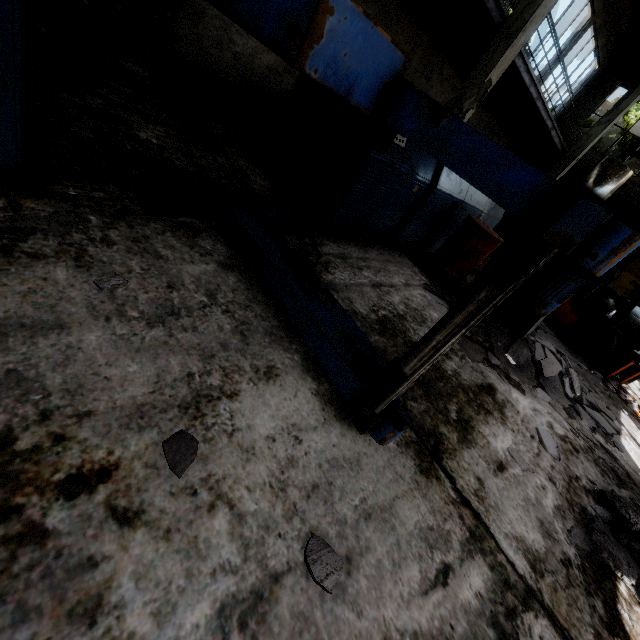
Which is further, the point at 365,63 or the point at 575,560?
the point at 575,560

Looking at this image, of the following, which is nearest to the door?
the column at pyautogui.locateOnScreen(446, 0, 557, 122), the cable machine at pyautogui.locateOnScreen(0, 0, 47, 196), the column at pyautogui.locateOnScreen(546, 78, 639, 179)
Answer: the column at pyautogui.locateOnScreen(546, 78, 639, 179)

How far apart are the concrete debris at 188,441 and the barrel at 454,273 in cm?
443

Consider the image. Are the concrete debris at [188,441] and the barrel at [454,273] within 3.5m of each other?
no

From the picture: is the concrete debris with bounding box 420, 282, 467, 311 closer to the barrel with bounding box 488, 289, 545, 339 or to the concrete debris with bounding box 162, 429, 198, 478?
the barrel with bounding box 488, 289, 545, 339

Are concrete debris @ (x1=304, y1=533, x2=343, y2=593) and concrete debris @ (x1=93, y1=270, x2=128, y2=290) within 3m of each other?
yes

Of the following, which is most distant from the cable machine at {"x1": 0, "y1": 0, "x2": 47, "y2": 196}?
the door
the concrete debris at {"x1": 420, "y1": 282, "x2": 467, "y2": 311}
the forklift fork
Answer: the door

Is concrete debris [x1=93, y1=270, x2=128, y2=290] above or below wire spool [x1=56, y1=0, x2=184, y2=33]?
below
